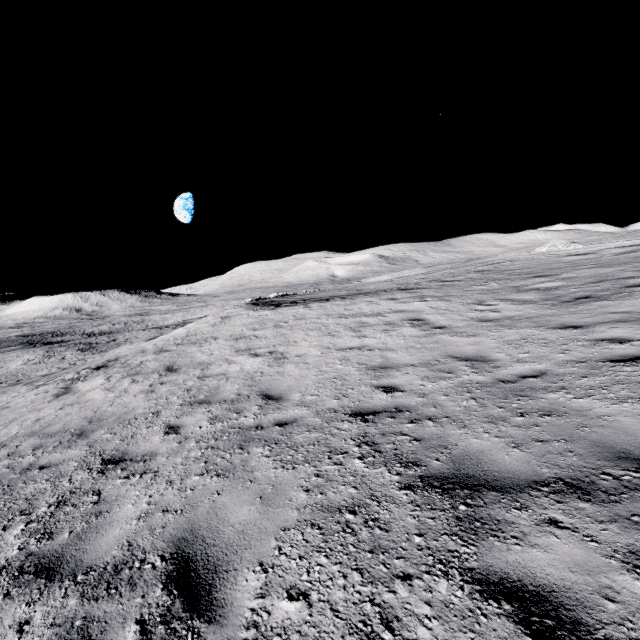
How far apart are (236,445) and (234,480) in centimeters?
102cm
